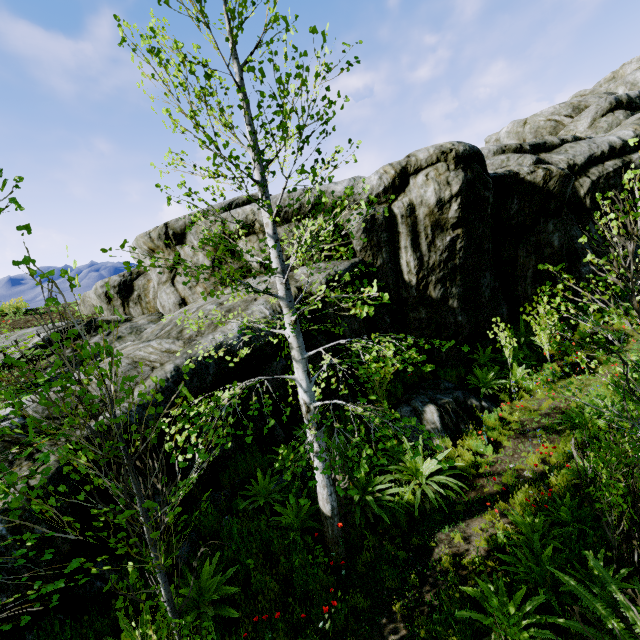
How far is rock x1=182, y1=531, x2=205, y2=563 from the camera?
5.22m

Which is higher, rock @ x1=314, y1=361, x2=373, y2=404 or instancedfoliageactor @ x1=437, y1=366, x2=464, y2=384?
rock @ x1=314, y1=361, x2=373, y2=404

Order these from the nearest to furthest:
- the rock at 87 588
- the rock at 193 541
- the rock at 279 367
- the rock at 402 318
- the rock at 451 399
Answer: the rock at 87 588 < the rock at 193 541 < the rock at 279 367 < the rock at 451 399 < the rock at 402 318

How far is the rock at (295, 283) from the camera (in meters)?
8.58

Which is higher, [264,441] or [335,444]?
[264,441]

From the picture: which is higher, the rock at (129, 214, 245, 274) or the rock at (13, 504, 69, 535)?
the rock at (129, 214, 245, 274)

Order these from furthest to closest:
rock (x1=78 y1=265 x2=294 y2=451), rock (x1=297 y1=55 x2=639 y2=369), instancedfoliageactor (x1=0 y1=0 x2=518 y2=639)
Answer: rock (x1=297 y1=55 x2=639 y2=369) < rock (x1=78 y1=265 x2=294 y2=451) < instancedfoliageactor (x1=0 y1=0 x2=518 y2=639)
